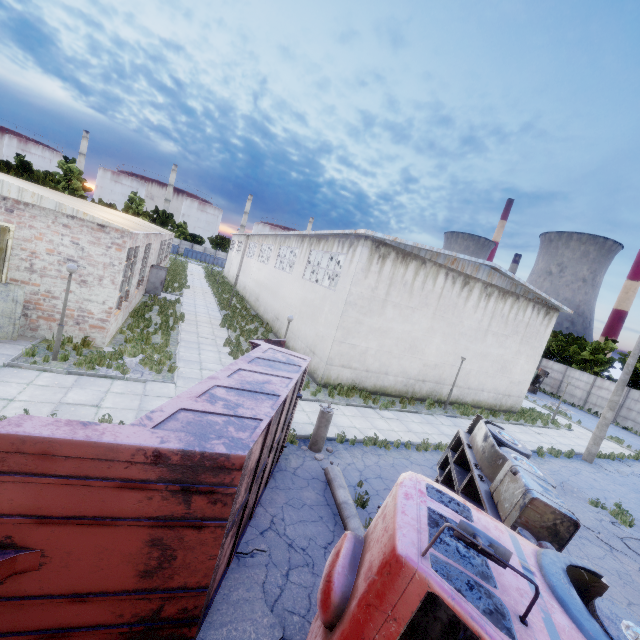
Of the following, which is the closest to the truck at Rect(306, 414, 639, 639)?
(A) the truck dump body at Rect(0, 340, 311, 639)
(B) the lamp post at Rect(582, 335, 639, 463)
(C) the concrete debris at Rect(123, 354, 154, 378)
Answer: (A) the truck dump body at Rect(0, 340, 311, 639)

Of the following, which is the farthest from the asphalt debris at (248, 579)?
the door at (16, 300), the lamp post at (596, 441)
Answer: the lamp post at (596, 441)

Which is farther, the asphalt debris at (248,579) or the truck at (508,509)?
the asphalt debris at (248,579)

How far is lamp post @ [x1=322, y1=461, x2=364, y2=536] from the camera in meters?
7.3

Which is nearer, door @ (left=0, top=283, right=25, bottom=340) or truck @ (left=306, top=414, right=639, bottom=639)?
truck @ (left=306, top=414, right=639, bottom=639)

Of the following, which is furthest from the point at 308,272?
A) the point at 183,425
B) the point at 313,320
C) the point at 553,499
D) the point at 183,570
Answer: the point at 183,570

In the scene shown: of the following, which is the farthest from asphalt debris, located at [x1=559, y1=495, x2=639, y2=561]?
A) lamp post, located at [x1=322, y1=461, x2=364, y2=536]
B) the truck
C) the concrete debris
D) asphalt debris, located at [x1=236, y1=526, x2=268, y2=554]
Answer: the concrete debris

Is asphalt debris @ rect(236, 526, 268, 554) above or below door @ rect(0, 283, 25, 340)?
Result: below
